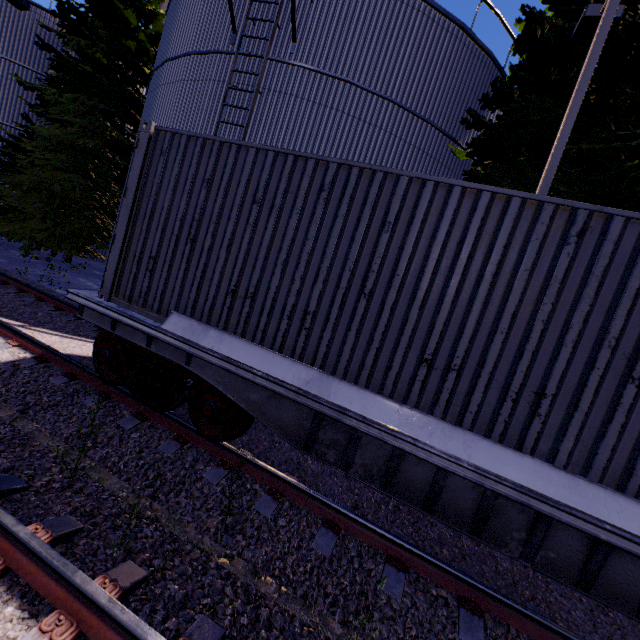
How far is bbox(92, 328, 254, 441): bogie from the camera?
4.2m

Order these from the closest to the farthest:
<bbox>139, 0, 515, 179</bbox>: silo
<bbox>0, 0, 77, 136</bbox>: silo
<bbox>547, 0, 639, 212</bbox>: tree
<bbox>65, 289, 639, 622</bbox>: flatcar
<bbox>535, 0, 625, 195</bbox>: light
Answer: <bbox>65, 289, 639, 622</bbox>: flatcar < <bbox>535, 0, 625, 195</bbox>: light < <bbox>547, 0, 639, 212</bbox>: tree < <bbox>139, 0, 515, 179</bbox>: silo < <bbox>0, 0, 77, 136</bbox>: silo

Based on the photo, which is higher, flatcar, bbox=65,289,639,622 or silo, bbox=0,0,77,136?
silo, bbox=0,0,77,136

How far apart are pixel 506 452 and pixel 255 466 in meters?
2.9 m

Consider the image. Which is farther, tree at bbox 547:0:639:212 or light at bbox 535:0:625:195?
tree at bbox 547:0:639:212

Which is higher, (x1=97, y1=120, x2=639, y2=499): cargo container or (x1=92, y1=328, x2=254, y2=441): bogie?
(x1=97, y1=120, x2=639, y2=499): cargo container

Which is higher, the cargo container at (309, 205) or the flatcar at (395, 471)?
the cargo container at (309, 205)

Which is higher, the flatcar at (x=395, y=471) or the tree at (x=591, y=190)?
the tree at (x=591, y=190)
